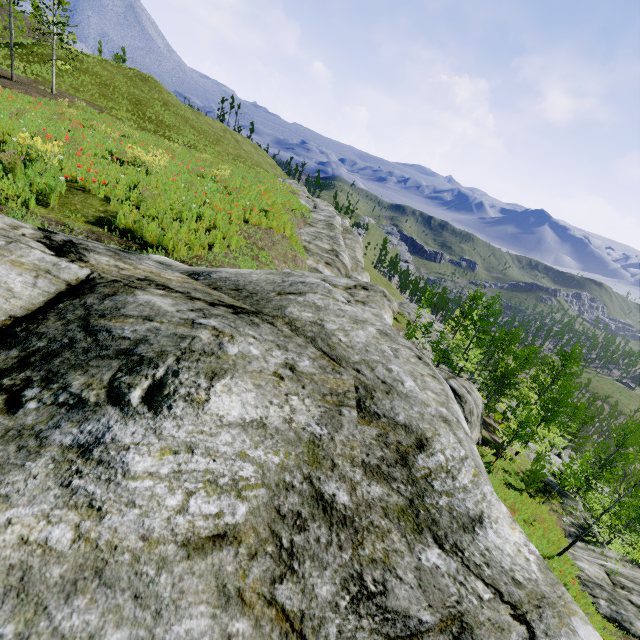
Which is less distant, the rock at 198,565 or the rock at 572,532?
the rock at 198,565

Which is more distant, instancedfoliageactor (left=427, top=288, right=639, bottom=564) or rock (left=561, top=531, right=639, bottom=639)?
instancedfoliageactor (left=427, top=288, right=639, bottom=564)

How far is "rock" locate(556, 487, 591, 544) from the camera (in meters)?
20.33

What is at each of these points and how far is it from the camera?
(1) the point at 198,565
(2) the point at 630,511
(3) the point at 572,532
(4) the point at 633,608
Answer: (1) rock, 0.85m
(2) instancedfoliageactor, 22.30m
(3) rock, 20.55m
(4) rock, 12.05m

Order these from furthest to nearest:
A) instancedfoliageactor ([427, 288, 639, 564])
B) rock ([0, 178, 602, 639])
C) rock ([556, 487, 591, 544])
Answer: rock ([556, 487, 591, 544]) → instancedfoliageactor ([427, 288, 639, 564]) → rock ([0, 178, 602, 639])

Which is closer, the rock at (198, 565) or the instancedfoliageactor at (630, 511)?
the rock at (198, 565)

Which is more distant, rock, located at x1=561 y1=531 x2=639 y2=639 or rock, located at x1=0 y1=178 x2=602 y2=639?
rock, located at x1=561 y1=531 x2=639 y2=639
